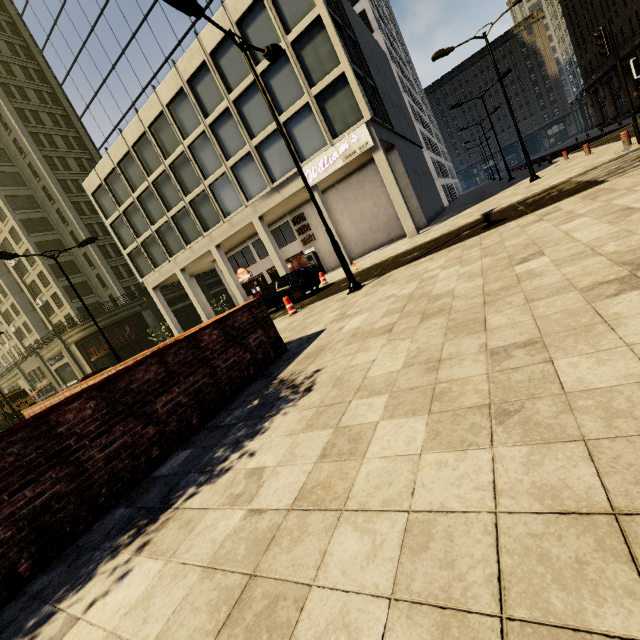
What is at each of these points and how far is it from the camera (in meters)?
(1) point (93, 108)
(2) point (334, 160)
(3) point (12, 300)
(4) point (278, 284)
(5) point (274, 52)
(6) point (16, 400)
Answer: (1) building, 28.33
(2) sign, 19.39
(3) building, 45.69
(4) car, 15.67
(5) street light, 10.02
(6) truck, 35.00

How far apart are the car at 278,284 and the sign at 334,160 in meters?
7.3 m

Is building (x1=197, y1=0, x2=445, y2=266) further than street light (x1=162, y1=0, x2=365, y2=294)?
Yes

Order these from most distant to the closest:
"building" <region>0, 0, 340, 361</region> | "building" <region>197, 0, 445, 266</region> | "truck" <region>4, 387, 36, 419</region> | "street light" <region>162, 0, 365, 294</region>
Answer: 1. "truck" <region>4, 387, 36, 419</region>
2. "building" <region>0, 0, 340, 361</region>
3. "building" <region>197, 0, 445, 266</region>
4. "street light" <region>162, 0, 365, 294</region>

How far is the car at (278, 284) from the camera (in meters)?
15.05

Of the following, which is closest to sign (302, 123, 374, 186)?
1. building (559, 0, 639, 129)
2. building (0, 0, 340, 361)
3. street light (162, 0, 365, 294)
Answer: building (0, 0, 340, 361)

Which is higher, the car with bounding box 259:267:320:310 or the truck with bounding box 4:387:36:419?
the truck with bounding box 4:387:36:419

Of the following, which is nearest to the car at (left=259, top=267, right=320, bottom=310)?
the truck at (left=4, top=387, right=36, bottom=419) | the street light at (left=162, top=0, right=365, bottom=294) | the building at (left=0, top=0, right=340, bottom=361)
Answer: the street light at (left=162, top=0, right=365, bottom=294)
